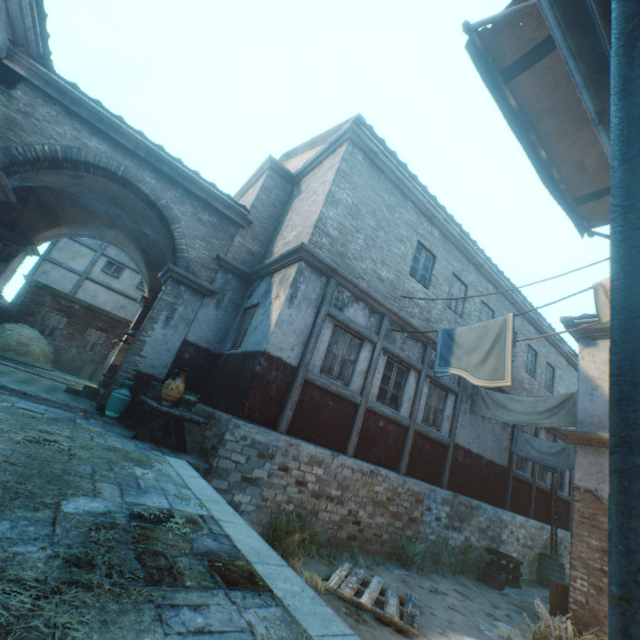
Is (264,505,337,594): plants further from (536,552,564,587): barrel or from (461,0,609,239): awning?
(536,552,564,587): barrel

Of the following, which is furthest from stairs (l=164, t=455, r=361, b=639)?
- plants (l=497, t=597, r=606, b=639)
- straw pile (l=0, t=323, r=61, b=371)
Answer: straw pile (l=0, t=323, r=61, b=371)

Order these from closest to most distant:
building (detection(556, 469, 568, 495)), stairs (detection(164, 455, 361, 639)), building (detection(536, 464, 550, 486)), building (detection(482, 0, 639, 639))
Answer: building (detection(482, 0, 639, 639)) < stairs (detection(164, 455, 361, 639)) < building (detection(536, 464, 550, 486)) < building (detection(556, 469, 568, 495))

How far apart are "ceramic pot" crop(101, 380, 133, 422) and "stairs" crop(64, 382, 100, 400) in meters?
3.1

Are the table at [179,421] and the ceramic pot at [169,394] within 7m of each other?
yes

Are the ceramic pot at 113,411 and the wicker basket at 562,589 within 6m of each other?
no

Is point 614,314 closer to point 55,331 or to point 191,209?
point 191,209

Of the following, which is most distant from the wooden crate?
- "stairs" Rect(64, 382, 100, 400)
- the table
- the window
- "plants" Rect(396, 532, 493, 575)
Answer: the window
